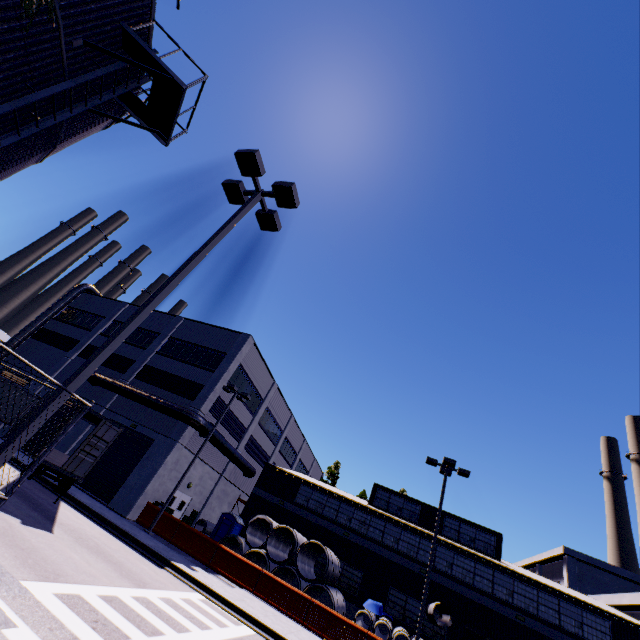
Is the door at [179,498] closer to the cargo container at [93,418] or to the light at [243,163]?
the cargo container at [93,418]

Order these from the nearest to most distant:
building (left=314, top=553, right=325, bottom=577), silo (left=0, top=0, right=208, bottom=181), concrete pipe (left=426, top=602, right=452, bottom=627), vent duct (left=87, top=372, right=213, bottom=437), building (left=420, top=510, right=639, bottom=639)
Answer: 1. silo (left=0, top=0, right=208, bottom=181)
2. concrete pipe (left=426, top=602, right=452, bottom=627)
3. building (left=420, top=510, right=639, bottom=639)
4. vent duct (left=87, top=372, right=213, bottom=437)
5. building (left=314, top=553, right=325, bottom=577)

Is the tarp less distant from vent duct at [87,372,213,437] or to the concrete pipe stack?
the concrete pipe stack

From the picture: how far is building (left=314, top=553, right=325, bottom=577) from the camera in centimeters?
2428cm

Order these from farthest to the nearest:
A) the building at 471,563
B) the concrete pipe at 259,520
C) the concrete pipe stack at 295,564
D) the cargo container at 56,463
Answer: the concrete pipe at 259,520 < the building at 471,563 < the concrete pipe stack at 295,564 < the cargo container at 56,463

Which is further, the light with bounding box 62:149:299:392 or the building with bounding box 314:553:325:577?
the building with bounding box 314:553:325:577

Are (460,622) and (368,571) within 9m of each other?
yes
